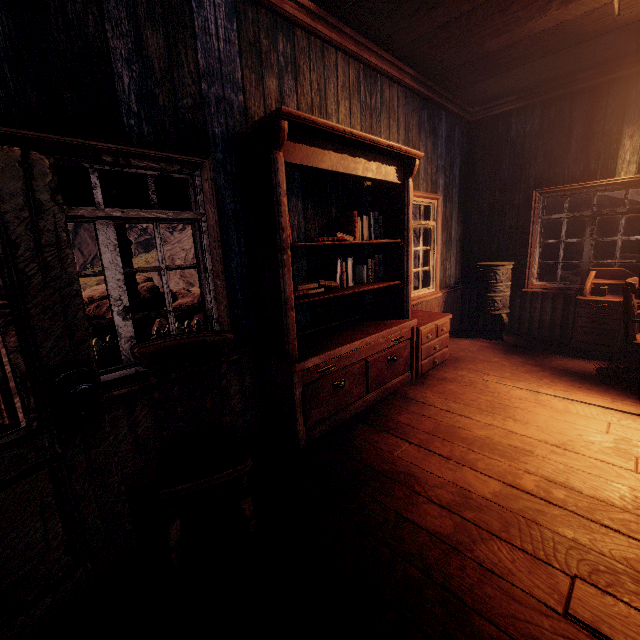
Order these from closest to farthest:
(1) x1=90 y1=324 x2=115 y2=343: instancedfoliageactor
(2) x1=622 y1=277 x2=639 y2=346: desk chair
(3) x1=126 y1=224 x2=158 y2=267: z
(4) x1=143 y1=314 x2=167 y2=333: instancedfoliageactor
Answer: (2) x1=622 y1=277 x2=639 y2=346: desk chair < (1) x1=90 y1=324 x2=115 y2=343: instancedfoliageactor < (4) x1=143 y1=314 x2=167 y2=333: instancedfoliageactor < (3) x1=126 y1=224 x2=158 y2=267: z

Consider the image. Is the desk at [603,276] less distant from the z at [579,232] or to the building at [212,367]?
the building at [212,367]

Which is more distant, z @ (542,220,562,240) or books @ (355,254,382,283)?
z @ (542,220,562,240)

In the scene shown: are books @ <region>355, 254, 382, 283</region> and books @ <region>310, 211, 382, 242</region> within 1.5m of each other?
yes

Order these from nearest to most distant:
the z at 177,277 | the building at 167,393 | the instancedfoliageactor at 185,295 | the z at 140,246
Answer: the building at 167,393 < the instancedfoliageactor at 185,295 < the z at 177,277 < the z at 140,246

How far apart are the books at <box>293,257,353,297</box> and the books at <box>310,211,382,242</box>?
0.20m

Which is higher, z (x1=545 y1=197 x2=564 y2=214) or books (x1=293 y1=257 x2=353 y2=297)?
z (x1=545 y1=197 x2=564 y2=214)

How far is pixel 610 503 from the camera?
2.1 meters
